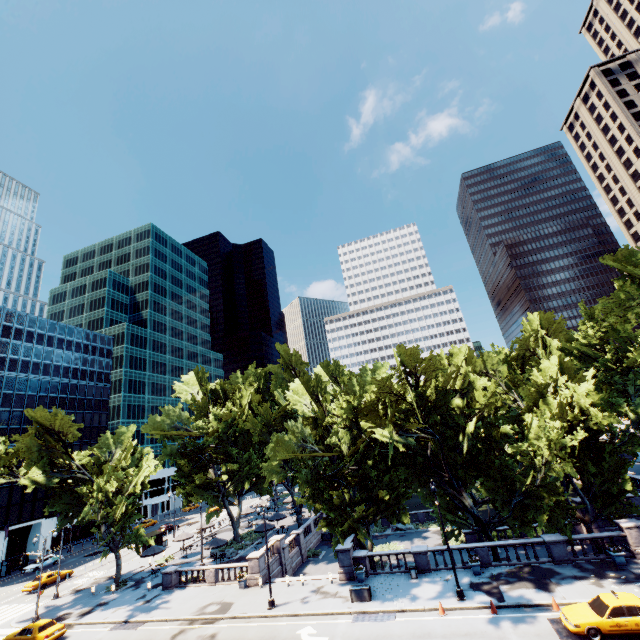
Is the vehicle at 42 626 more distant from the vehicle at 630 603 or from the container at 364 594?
the vehicle at 630 603

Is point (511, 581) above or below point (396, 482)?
below

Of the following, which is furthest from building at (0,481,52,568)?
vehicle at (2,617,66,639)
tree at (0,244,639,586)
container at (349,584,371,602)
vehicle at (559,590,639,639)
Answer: vehicle at (559,590,639,639)

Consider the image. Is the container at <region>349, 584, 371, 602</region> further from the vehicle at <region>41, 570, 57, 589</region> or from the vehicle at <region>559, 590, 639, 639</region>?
the vehicle at <region>41, 570, 57, 589</region>

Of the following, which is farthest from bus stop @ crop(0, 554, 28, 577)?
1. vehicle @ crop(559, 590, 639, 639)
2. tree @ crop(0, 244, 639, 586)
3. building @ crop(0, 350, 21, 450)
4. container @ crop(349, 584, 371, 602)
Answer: vehicle @ crop(559, 590, 639, 639)

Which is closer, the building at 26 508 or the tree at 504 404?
the tree at 504 404

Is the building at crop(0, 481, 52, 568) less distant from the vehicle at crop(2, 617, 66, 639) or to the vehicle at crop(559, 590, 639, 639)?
the vehicle at crop(2, 617, 66, 639)

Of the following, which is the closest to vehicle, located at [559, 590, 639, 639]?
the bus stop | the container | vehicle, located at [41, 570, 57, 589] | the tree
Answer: the tree
